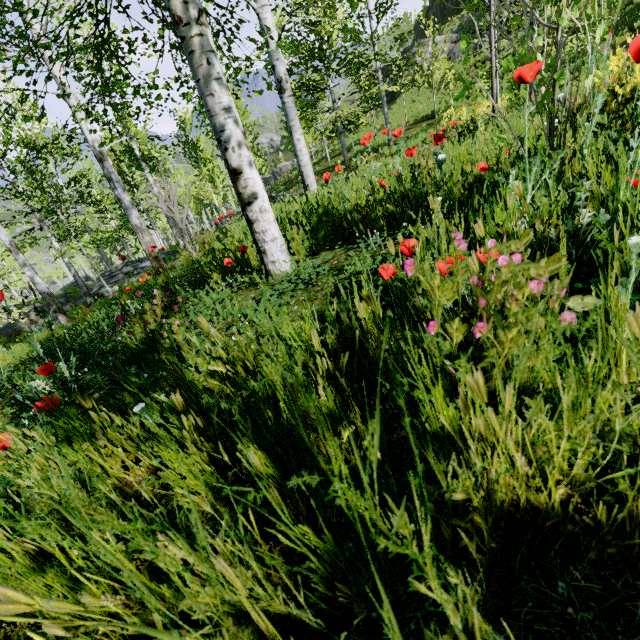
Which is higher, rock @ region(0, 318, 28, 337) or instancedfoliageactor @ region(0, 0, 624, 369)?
instancedfoliageactor @ region(0, 0, 624, 369)

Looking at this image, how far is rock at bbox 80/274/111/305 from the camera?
14.13m

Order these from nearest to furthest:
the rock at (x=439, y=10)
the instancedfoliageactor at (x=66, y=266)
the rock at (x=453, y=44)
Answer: the instancedfoliageactor at (x=66, y=266), the rock at (x=453, y=44), the rock at (x=439, y=10)

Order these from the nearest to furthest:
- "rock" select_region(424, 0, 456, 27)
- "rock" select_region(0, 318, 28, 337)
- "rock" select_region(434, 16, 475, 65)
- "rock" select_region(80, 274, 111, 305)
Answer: "rock" select_region(80, 274, 111, 305), "rock" select_region(0, 318, 28, 337), "rock" select_region(434, 16, 475, 65), "rock" select_region(424, 0, 456, 27)

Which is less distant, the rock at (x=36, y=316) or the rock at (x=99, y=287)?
the rock at (x=36, y=316)

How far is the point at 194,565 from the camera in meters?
0.6

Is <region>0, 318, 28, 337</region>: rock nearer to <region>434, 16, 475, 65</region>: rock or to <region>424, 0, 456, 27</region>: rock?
<region>434, 16, 475, 65</region>: rock

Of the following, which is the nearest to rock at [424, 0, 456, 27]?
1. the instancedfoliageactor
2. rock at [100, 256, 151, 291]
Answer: rock at [100, 256, 151, 291]
